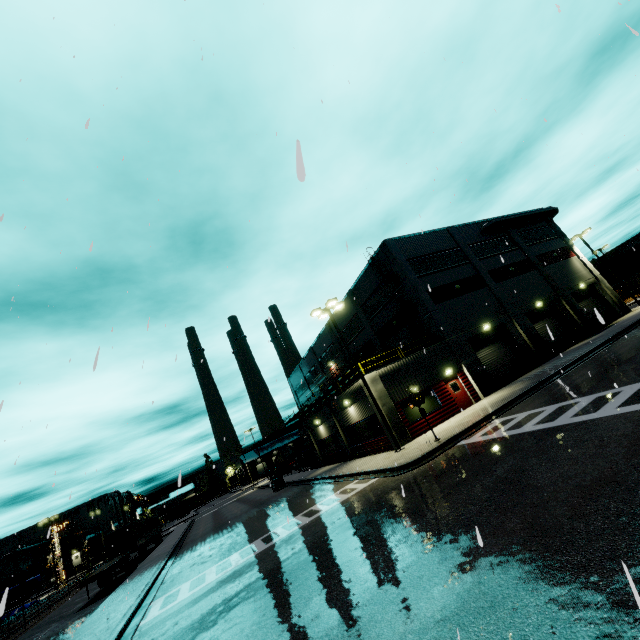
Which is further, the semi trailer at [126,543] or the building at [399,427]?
the semi trailer at [126,543]

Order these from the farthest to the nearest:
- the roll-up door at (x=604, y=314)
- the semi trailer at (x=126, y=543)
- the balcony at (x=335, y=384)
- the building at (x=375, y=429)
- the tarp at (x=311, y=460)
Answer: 1. the tarp at (x=311, y=460)
2. the roll-up door at (x=604, y=314)
3. the balcony at (x=335, y=384)
4. the semi trailer at (x=126, y=543)
5. the building at (x=375, y=429)

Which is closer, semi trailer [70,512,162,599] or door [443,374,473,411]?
door [443,374,473,411]

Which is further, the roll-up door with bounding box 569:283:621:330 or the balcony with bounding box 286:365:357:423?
the roll-up door with bounding box 569:283:621:330

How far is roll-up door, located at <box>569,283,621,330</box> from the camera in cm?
3231

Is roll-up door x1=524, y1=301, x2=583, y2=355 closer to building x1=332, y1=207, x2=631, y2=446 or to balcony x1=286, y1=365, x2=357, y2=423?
building x1=332, y1=207, x2=631, y2=446

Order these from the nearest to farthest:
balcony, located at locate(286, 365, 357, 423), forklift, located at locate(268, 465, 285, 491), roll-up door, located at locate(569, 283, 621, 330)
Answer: balcony, located at locate(286, 365, 357, 423) → roll-up door, located at locate(569, 283, 621, 330) → forklift, located at locate(268, 465, 285, 491)

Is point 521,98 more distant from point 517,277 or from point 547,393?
point 517,277
